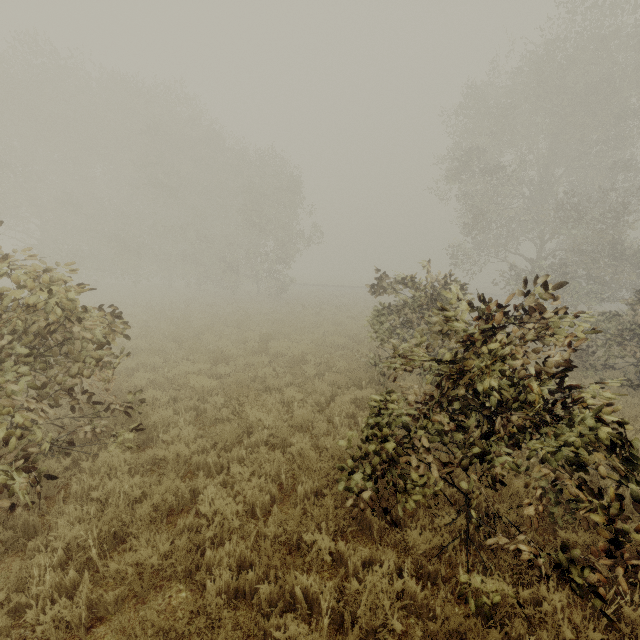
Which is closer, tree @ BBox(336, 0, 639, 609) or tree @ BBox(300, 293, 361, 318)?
tree @ BBox(336, 0, 639, 609)

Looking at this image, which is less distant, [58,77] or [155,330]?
[155,330]

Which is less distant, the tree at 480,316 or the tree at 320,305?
the tree at 480,316

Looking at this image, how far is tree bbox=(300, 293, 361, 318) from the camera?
20.59m

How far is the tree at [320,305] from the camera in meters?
20.6

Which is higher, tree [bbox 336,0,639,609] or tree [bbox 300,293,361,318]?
tree [bbox 336,0,639,609]
